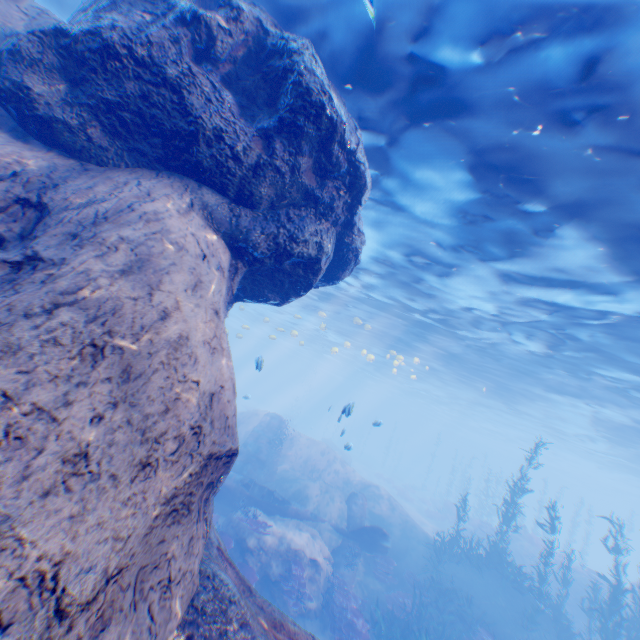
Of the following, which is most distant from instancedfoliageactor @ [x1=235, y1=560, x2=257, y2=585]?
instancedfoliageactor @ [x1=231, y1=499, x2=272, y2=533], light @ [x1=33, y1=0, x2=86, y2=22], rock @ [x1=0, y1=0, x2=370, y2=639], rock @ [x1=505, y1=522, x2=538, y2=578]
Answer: rock @ [x1=505, y1=522, x2=538, y2=578]

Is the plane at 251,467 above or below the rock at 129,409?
below

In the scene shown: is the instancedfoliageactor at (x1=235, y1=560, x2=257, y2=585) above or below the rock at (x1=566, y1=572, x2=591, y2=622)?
below

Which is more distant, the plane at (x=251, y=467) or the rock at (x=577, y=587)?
the rock at (x=577, y=587)

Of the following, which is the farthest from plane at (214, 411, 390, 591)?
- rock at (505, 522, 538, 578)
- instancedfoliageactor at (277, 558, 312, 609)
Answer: rock at (505, 522, 538, 578)

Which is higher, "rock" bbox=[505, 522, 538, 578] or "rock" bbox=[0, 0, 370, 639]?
"rock" bbox=[0, 0, 370, 639]

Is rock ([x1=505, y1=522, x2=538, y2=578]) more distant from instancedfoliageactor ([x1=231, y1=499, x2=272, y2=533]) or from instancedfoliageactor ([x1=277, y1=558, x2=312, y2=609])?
instancedfoliageactor ([x1=231, y1=499, x2=272, y2=533])

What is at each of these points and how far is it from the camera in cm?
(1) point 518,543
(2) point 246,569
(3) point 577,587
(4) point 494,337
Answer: (1) rock, 2336
(2) instancedfoliageactor, 1177
(3) rock, 1978
(4) light, 1692
